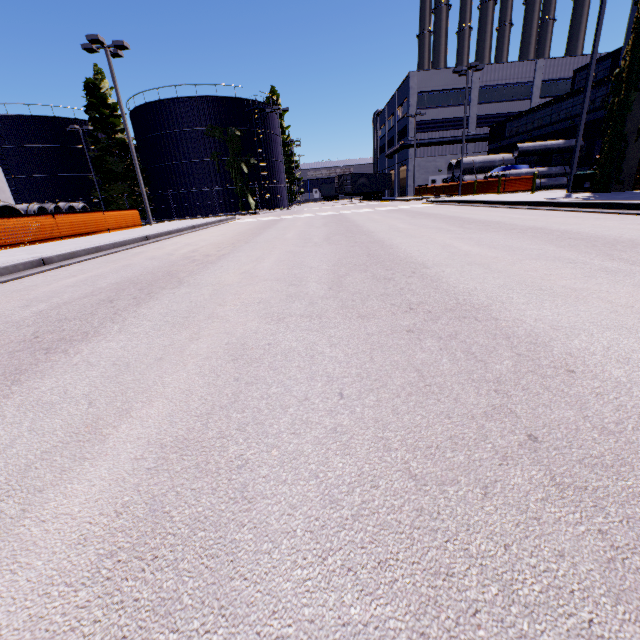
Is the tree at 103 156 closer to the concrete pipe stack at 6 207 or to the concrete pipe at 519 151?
the concrete pipe stack at 6 207

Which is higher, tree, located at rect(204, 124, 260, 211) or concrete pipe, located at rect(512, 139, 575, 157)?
tree, located at rect(204, 124, 260, 211)

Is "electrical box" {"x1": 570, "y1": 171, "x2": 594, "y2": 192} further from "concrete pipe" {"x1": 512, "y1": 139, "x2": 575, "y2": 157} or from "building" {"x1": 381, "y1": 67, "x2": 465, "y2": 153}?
"concrete pipe" {"x1": 512, "y1": 139, "x2": 575, "y2": 157}

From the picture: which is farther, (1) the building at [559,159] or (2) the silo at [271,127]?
(2) the silo at [271,127]

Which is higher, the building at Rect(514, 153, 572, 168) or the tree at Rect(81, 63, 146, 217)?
the tree at Rect(81, 63, 146, 217)

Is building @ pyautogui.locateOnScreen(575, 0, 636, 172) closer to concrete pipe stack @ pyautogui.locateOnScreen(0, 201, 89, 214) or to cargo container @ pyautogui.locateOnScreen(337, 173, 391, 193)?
concrete pipe stack @ pyautogui.locateOnScreen(0, 201, 89, 214)

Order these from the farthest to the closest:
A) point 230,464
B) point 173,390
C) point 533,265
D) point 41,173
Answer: point 41,173
point 533,265
point 173,390
point 230,464

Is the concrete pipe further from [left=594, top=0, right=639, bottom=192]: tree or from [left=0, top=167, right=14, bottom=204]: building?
[left=594, top=0, right=639, bottom=192]: tree
